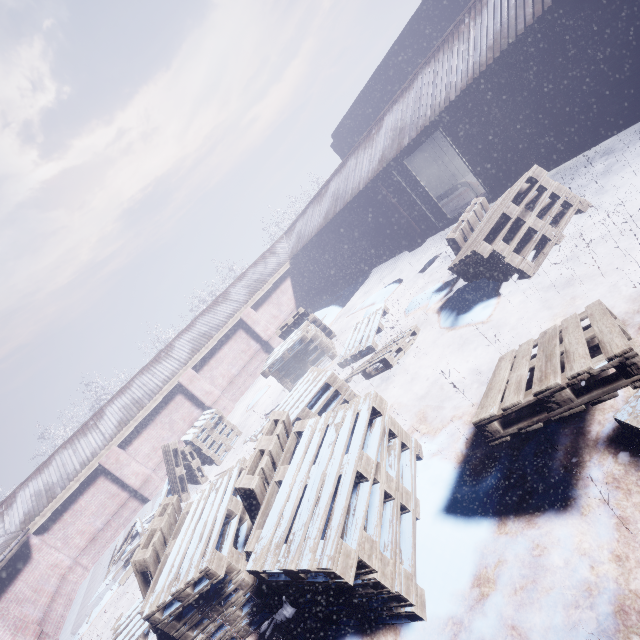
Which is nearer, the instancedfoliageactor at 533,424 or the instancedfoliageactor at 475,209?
the instancedfoliageactor at 533,424

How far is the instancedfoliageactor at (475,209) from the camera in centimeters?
430cm

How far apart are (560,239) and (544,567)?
4.0m

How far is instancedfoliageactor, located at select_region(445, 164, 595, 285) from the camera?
4.30m

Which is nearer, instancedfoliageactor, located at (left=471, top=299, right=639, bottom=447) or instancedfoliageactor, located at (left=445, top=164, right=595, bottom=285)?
instancedfoliageactor, located at (left=471, top=299, right=639, bottom=447)
